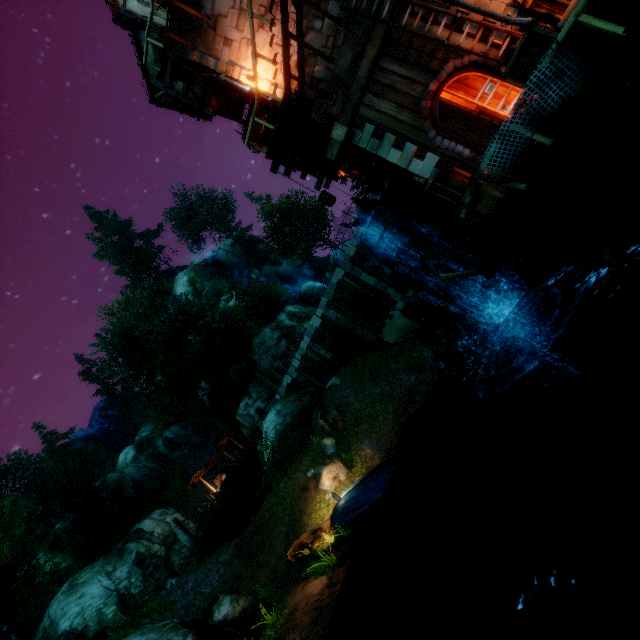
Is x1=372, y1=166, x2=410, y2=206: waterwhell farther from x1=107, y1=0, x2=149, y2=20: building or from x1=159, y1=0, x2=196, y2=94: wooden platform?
x1=159, y1=0, x2=196, y2=94: wooden platform

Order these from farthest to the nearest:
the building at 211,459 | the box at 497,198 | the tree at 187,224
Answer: the tree at 187,224, the building at 211,459, the box at 497,198

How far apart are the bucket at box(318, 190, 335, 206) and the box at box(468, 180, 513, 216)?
3.6m

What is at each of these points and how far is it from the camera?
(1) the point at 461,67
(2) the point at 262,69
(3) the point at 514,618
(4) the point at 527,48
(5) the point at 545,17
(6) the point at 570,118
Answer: (1) doorway, 8.73m
(2) tower, 11.29m
(3) wooden platform, 3.32m
(4) box, 5.64m
(5) tower, 7.66m
(6) wooden platform, 5.34m

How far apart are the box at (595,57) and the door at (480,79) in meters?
2.1 m

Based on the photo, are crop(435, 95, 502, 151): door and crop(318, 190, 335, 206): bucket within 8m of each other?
yes

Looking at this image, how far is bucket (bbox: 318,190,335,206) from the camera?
10.25m

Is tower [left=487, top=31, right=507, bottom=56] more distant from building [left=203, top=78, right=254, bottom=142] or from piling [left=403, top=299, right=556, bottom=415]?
piling [left=403, top=299, right=556, bottom=415]
